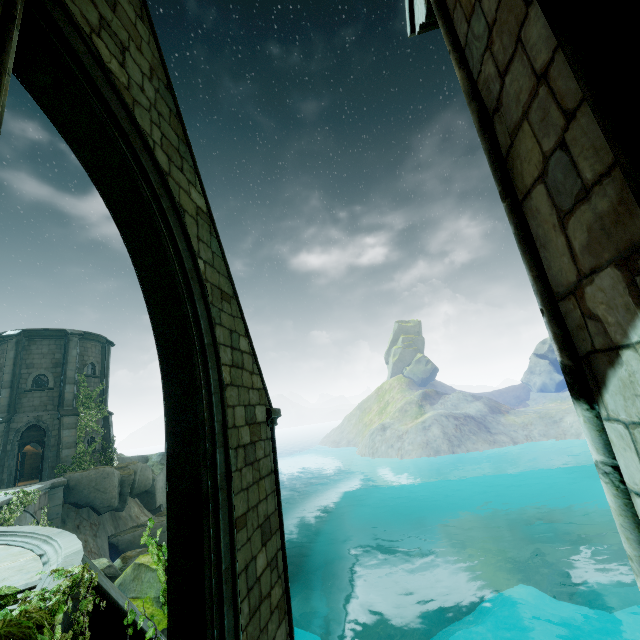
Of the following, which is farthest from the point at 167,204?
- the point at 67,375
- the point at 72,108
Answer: the point at 67,375

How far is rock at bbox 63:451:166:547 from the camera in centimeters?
1903cm

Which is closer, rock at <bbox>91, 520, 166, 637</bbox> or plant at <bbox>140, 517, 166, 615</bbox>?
plant at <bbox>140, 517, 166, 615</bbox>

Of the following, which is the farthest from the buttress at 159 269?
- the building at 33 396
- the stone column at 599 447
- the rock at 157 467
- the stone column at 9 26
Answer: the building at 33 396

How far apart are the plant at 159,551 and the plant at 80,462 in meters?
21.1

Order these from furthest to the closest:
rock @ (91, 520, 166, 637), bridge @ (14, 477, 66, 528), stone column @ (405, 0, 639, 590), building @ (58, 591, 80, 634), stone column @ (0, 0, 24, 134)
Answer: bridge @ (14, 477, 66, 528) < rock @ (91, 520, 166, 637) < building @ (58, 591, 80, 634) < stone column @ (0, 0, 24, 134) < stone column @ (405, 0, 639, 590)

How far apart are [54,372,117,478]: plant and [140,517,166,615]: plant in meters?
21.1 m

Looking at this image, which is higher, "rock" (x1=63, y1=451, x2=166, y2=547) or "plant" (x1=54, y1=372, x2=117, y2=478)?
"plant" (x1=54, y1=372, x2=117, y2=478)
